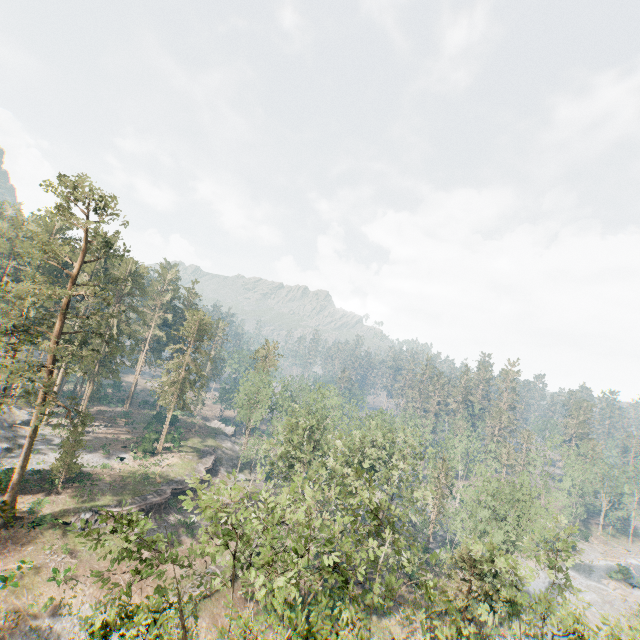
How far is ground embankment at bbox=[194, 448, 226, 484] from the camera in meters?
49.3

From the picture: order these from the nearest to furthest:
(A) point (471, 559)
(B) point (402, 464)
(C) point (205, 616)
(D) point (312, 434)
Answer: (A) point (471, 559)
(C) point (205, 616)
(B) point (402, 464)
(D) point (312, 434)

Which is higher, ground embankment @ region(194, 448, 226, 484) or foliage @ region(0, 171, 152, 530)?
foliage @ region(0, 171, 152, 530)

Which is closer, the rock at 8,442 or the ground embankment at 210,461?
the rock at 8,442

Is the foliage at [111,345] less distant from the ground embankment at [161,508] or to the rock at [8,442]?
the rock at [8,442]

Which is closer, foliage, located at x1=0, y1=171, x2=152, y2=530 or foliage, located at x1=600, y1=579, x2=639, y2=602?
foliage, located at x1=0, y1=171, x2=152, y2=530

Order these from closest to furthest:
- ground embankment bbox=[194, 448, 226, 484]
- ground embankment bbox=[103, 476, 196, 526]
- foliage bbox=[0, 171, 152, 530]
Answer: foliage bbox=[0, 171, 152, 530] < ground embankment bbox=[103, 476, 196, 526] < ground embankment bbox=[194, 448, 226, 484]
